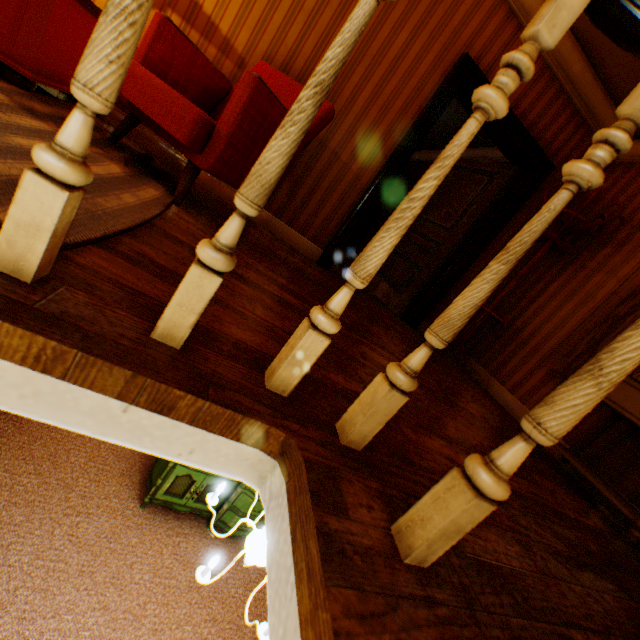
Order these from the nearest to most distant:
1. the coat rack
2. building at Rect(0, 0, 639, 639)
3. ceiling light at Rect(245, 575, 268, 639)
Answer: building at Rect(0, 0, 639, 639) < ceiling light at Rect(245, 575, 268, 639) < the coat rack

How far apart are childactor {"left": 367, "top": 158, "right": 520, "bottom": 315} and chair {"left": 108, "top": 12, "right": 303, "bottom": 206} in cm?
229

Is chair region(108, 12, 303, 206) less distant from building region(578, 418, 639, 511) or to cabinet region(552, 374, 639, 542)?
building region(578, 418, 639, 511)

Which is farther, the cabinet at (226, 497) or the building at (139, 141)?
the cabinet at (226, 497)

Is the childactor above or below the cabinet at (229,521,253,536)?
above

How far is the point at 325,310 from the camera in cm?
89

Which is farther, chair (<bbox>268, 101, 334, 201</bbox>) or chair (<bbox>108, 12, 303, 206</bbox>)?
chair (<bbox>268, 101, 334, 201</bbox>)

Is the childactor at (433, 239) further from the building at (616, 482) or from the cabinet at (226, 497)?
the cabinet at (226, 497)
